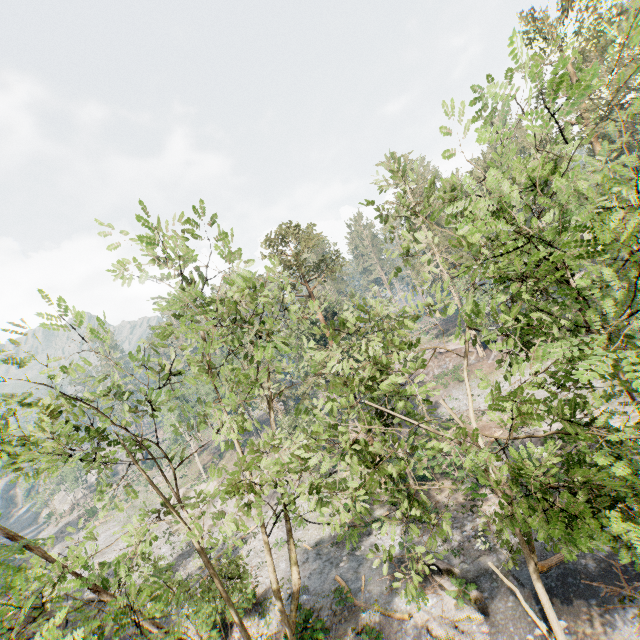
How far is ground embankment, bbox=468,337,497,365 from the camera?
45.81m

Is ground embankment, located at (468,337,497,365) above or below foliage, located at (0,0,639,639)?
below

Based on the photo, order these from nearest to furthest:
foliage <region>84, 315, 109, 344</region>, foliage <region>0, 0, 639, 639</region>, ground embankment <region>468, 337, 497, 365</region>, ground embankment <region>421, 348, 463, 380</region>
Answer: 1. foliage <region>0, 0, 639, 639</region>
2. foliage <region>84, 315, 109, 344</region>
3. ground embankment <region>468, 337, 497, 365</region>
4. ground embankment <region>421, 348, 463, 380</region>

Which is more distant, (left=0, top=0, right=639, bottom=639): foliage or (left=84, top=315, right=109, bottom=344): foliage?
(left=84, top=315, right=109, bottom=344): foliage

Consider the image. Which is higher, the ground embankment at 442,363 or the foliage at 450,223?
the foliage at 450,223

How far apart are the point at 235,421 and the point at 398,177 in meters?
10.0 m
